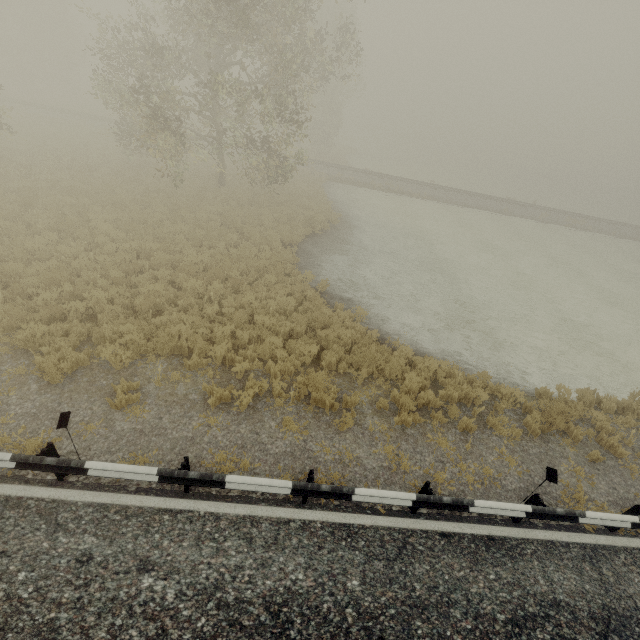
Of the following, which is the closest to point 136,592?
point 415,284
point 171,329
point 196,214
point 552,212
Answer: point 171,329
